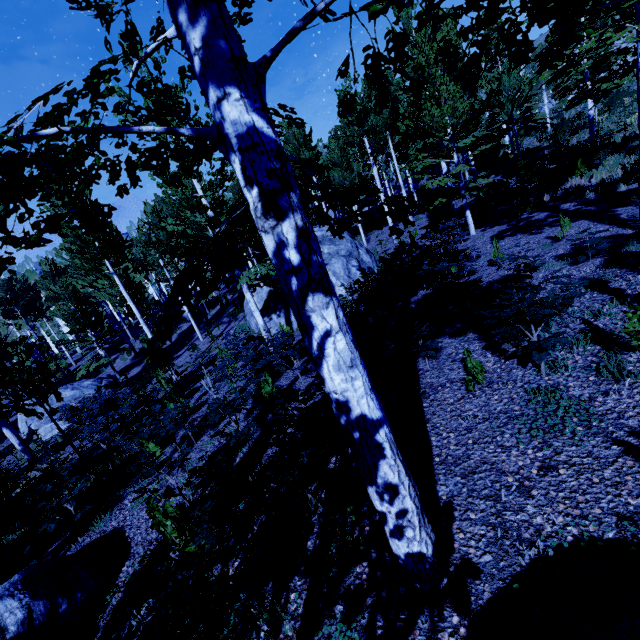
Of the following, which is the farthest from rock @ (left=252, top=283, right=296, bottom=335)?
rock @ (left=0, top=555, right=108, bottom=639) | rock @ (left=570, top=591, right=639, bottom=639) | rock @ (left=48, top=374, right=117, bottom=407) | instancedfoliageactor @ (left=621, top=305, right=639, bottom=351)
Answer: rock @ (left=48, top=374, right=117, bottom=407)

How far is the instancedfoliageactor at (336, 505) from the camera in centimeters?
314cm

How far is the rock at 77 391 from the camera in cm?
1931

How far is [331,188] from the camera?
2.5 meters

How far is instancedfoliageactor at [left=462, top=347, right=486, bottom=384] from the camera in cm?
427

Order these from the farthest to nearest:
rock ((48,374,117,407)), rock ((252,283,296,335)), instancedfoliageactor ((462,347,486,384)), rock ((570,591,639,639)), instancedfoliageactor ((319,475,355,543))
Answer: rock ((48,374,117,407)), rock ((252,283,296,335)), instancedfoliageactor ((462,347,486,384)), instancedfoliageactor ((319,475,355,543)), rock ((570,591,639,639))

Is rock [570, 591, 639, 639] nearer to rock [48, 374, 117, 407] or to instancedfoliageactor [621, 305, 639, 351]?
instancedfoliageactor [621, 305, 639, 351]

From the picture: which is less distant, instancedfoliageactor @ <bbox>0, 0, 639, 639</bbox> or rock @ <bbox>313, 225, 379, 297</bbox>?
instancedfoliageactor @ <bbox>0, 0, 639, 639</bbox>
